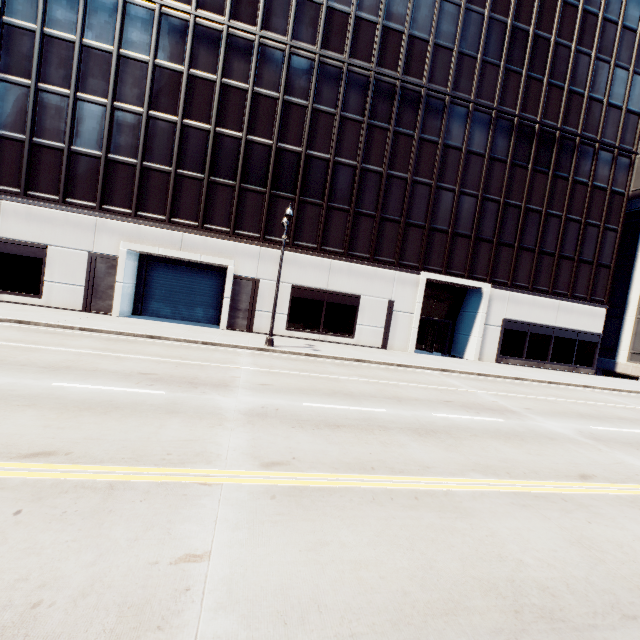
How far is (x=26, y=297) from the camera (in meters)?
19.28
